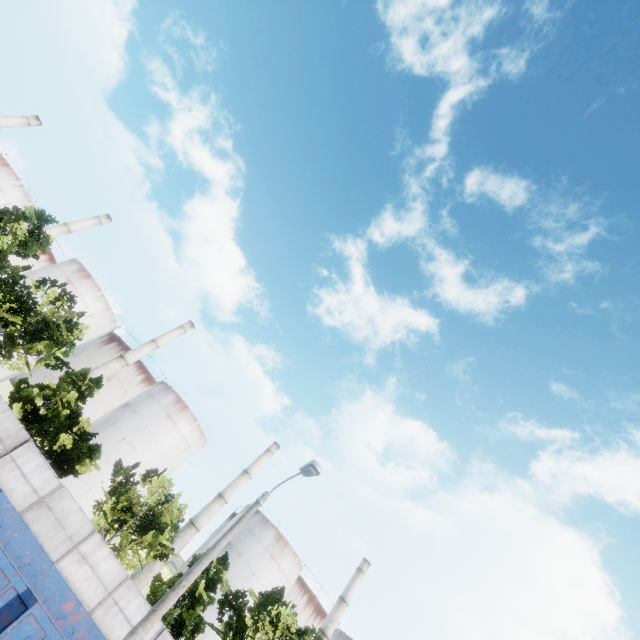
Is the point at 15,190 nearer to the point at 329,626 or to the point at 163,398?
the point at 163,398

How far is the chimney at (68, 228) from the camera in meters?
50.1

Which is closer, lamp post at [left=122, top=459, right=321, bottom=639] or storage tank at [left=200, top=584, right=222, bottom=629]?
lamp post at [left=122, top=459, right=321, bottom=639]

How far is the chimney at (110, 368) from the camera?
44.66m

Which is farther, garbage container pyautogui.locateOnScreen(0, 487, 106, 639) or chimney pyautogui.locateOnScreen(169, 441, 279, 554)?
chimney pyautogui.locateOnScreen(169, 441, 279, 554)

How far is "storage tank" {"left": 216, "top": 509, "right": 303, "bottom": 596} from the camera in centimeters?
4328cm

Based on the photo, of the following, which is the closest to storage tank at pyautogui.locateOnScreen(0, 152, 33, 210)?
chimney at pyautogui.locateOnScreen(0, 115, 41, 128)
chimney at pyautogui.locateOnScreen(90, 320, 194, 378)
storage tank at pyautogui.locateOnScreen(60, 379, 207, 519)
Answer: chimney at pyautogui.locateOnScreen(0, 115, 41, 128)

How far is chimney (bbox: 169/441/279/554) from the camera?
42.85m
